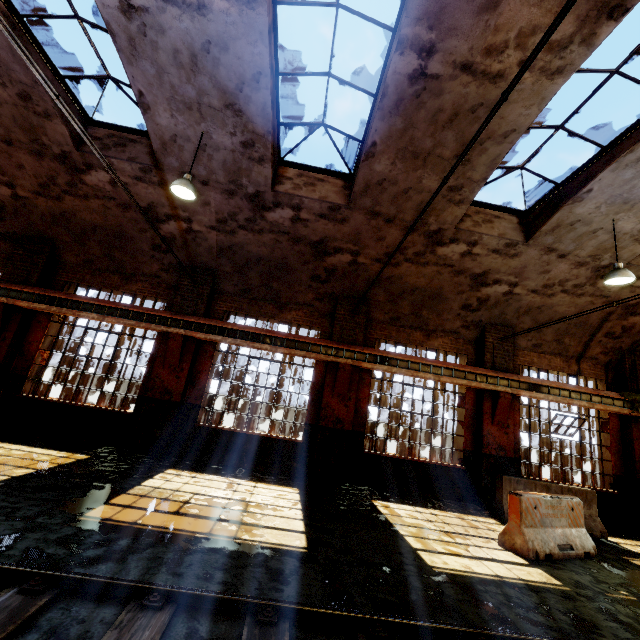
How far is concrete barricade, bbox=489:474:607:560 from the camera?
5.9m

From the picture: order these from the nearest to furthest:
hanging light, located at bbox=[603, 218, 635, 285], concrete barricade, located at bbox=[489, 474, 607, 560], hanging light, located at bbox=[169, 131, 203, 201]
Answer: concrete barricade, located at bbox=[489, 474, 607, 560], hanging light, located at bbox=[169, 131, 203, 201], hanging light, located at bbox=[603, 218, 635, 285]

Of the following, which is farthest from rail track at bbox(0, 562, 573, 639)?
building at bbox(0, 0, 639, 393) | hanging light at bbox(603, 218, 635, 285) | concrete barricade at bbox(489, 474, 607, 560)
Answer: hanging light at bbox(603, 218, 635, 285)

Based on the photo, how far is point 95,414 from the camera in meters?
9.2 m

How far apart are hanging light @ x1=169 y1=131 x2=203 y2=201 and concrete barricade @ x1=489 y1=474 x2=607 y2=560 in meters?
8.8

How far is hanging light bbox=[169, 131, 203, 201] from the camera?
6.63m

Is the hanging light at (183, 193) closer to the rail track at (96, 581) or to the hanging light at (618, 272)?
the rail track at (96, 581)

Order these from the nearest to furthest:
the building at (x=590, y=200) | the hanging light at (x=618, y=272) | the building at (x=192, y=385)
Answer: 1. the building at (x=590, y=200)
2. the hanging light at (x=618, y=272)
3. the building at (x=192, y=385)
